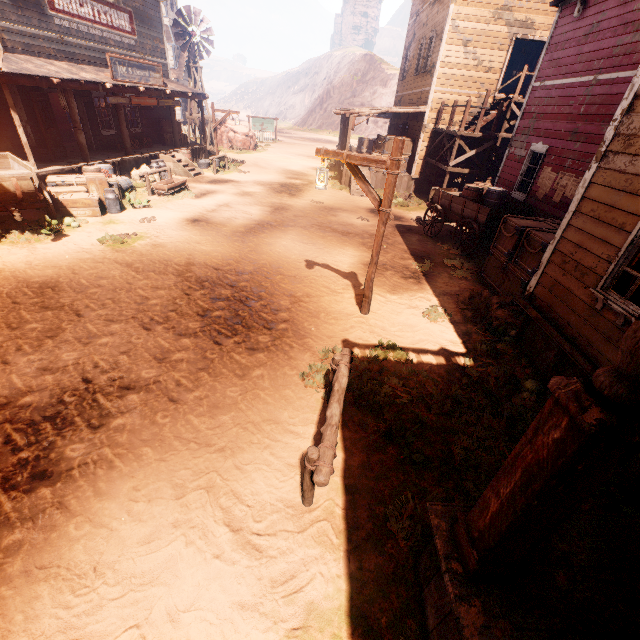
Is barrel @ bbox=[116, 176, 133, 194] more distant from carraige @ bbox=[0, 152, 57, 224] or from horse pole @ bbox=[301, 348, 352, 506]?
horse pole @ bbox=[301, 348, 352, 506]

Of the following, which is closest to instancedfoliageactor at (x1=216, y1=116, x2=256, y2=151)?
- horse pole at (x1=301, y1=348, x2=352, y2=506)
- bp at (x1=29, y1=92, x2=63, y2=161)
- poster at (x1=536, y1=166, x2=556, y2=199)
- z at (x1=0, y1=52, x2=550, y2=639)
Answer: z at (x1=0, y1=52, x2=550, y2=639)

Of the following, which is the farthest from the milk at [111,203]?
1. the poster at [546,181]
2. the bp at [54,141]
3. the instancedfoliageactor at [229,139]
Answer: the instancedfoliageactor at [229,139]

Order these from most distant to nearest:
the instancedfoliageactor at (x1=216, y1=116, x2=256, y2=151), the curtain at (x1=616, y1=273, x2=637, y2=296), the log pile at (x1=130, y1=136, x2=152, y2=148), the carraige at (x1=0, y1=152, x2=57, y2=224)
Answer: the instancedfoliageactor at (x1=216, y1=116, x2=256, y2=151)
the log pile at (x1=130, y1=136, x2=152, y2=148)
the carraige at (x1=0, y1=152, x2=57, y2=224)
the curtain at (x1=616, y1=273, x2=637, y2=296)

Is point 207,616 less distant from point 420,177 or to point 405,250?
point 405,250

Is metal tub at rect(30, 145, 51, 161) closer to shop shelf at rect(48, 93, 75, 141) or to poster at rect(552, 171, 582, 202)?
shop shelf at rect(48, 93, 75, 141)

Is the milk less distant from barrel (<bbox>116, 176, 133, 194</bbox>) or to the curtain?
barrel (<bbox>116, 176, 133, 194</bbox>)

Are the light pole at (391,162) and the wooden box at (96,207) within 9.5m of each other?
yes
